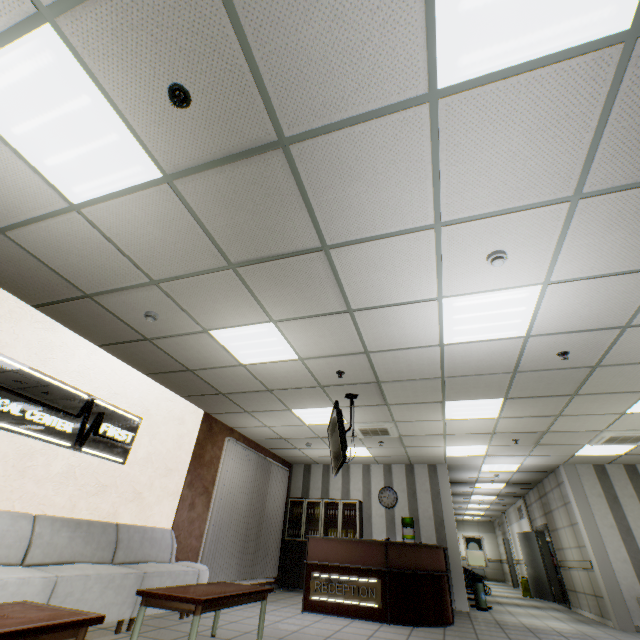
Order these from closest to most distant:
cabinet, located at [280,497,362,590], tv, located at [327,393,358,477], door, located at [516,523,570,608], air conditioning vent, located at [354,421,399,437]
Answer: tv, located at [327,393,358,477] < air conditioning vent, located at [354,421,399,437] < cabinet, located at [280,497,362,590] < door, located at [516,523,570,608]

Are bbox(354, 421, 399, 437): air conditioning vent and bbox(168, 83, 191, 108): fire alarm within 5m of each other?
no

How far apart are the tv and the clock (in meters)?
4.79

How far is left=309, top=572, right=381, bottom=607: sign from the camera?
5.77m

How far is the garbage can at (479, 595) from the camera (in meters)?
7.97

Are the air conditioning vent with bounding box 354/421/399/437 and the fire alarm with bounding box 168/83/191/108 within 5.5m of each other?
no

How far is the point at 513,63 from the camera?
1.8 meters

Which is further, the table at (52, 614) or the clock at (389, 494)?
the clock at (389, 494)
